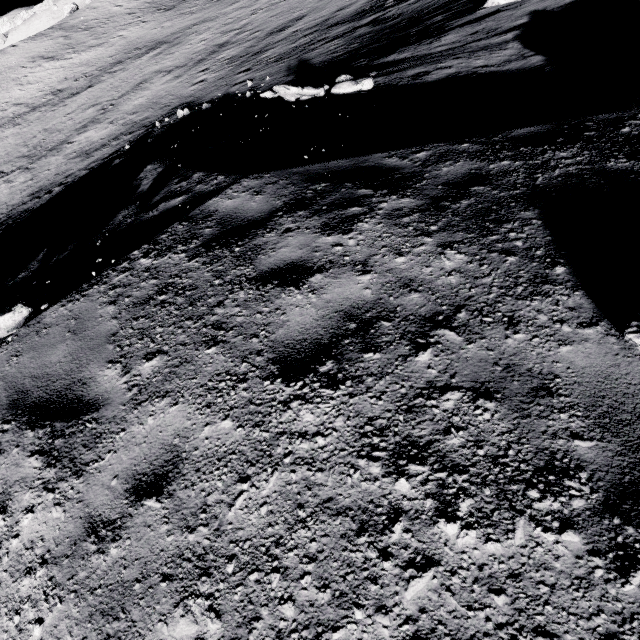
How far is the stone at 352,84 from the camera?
8.2m

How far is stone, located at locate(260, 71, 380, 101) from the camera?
8.2m

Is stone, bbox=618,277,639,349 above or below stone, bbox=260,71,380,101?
above

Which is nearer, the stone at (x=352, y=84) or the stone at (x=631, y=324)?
the stone at (x=631, y=324)

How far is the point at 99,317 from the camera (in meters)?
3.47

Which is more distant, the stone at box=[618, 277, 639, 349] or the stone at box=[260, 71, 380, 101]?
the stone at box=[260, 71, 380, 101]
